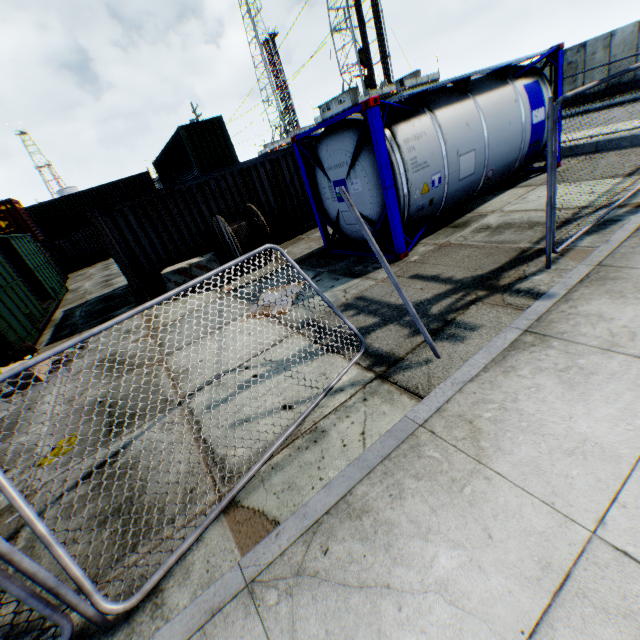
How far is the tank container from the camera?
6.4m

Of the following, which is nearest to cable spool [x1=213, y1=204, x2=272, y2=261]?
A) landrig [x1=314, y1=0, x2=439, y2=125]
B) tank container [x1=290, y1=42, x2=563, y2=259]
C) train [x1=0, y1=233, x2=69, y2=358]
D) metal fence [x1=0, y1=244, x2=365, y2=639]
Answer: tank container [x1=290, y1=42, x2=563, y2=259]

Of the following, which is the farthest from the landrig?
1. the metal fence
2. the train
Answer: the metal fence

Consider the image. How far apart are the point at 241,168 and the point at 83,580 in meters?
11.0

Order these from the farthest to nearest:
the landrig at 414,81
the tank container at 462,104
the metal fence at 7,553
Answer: the landrig at 414,81 → the tank container at 462,104 → the metal fence at 7,553

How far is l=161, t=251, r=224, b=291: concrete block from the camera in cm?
950

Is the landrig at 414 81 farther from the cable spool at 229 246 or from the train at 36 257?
the cable spool at 229 246

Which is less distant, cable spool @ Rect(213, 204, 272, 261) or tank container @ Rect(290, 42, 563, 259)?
tank container @ Rect(290, 42, 563, 259)
